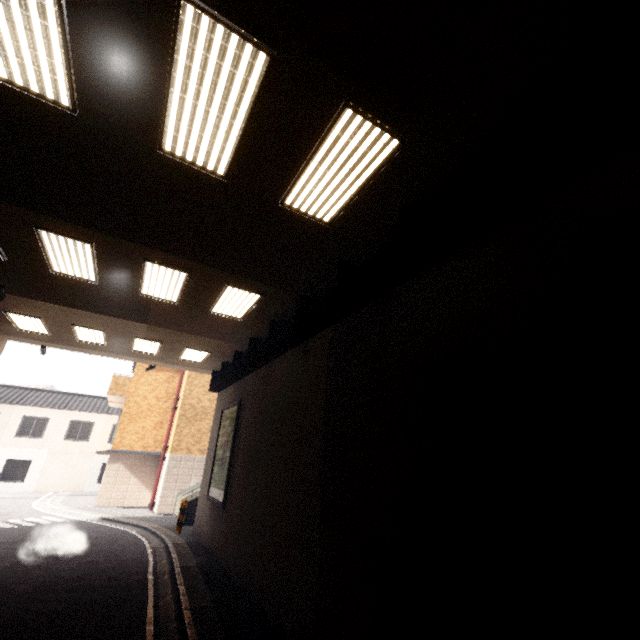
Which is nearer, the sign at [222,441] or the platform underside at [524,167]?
the platform underside at [524,167]

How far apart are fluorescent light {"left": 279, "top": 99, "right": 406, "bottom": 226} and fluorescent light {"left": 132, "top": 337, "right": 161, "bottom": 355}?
9.5m

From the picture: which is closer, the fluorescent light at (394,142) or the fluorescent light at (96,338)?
the fluorescent light at (394,142)

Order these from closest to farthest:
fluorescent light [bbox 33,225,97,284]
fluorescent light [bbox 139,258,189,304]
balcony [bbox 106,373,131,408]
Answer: fluorescent light [bbox 33,225,97,284] < fluorescent light [bbox 139,258,189,304] < balcony [bbox 106,373,131,408]

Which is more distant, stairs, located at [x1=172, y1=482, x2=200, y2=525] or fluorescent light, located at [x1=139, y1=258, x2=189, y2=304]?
stairs, located at [x1=172, y1=482, x2=200, y2=525]

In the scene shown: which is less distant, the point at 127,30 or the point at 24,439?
the point at 127,30

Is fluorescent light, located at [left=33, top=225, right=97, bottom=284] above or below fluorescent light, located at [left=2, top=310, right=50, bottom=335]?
below

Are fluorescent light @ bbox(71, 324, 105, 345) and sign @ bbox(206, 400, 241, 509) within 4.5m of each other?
no
